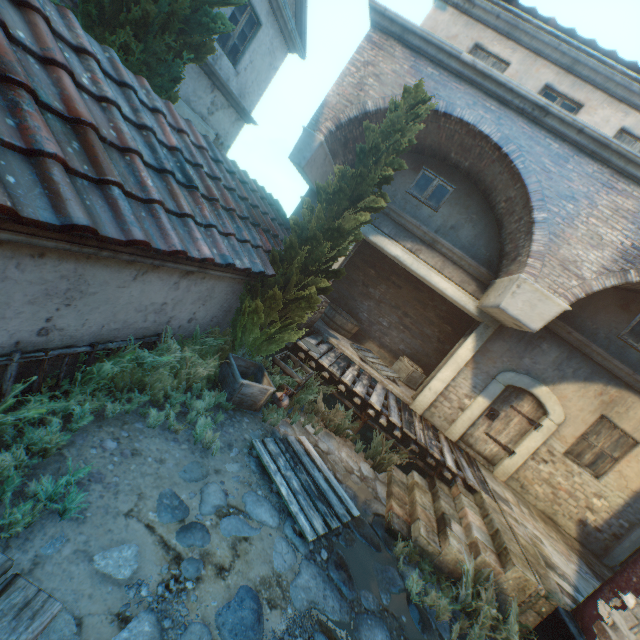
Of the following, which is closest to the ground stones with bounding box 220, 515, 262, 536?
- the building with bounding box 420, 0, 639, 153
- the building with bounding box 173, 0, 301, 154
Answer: the building with bounding box 173, 0, 301, 154

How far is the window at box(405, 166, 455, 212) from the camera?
8.29m

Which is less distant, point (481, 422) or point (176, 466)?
point (176, 466)

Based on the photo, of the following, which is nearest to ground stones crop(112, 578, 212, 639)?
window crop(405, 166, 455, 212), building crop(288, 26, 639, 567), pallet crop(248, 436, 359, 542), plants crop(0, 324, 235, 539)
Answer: pallet crop(248, 436, 359, 542)

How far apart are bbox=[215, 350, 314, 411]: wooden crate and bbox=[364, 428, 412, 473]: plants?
2.4 meters

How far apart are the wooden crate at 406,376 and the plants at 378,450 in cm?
336

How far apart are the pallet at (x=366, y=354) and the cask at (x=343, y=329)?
0.7 meters

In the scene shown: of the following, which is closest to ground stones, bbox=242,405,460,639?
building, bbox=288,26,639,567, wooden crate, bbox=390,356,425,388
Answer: building, bbox=288,26,639,567
